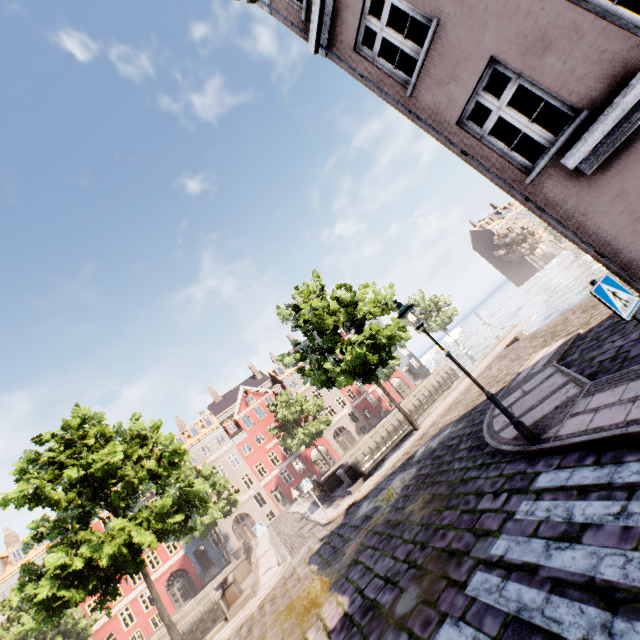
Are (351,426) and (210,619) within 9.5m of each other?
no

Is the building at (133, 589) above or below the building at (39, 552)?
below

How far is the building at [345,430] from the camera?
39.0m

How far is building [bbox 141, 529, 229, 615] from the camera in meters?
33.7

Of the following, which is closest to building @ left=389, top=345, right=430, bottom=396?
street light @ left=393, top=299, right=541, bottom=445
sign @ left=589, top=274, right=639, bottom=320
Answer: sign @ left=589, top=274, right=639, bottom=320

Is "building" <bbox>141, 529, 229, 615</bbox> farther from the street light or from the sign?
the street light

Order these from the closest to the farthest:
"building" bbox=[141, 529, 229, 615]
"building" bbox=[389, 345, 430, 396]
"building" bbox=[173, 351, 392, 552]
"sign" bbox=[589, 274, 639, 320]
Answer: "sign" bbox=[589, 274, 639, 320], "building" bbox=[141, 529, 229, 615], "building" bbox=[173, 351, 392, 552], "building" bbox=[389, 345, 430, 396]

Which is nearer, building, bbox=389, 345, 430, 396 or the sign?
the sign
